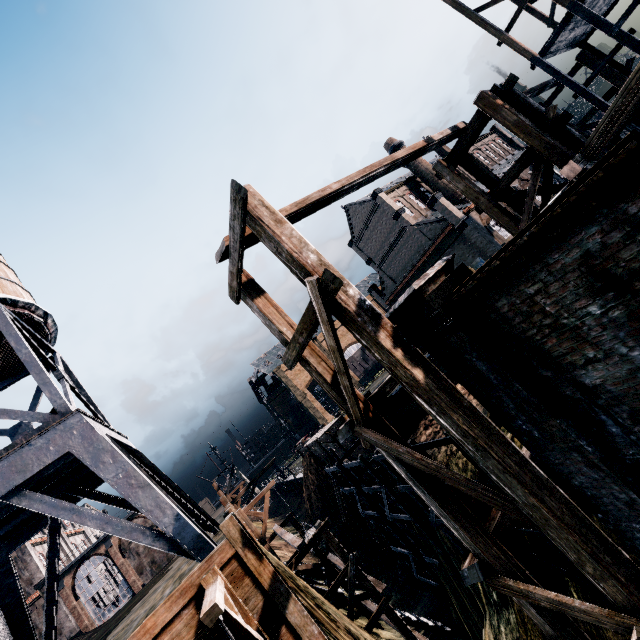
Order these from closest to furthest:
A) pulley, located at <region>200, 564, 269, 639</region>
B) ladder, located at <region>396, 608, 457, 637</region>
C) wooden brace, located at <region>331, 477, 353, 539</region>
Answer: pulley, located at <region>200, 564, 269, 639</region> → ladder, located at <region>396, 608, 457, 637</region> → wooden brace, located at <region>331, 477, 353, 539</region>

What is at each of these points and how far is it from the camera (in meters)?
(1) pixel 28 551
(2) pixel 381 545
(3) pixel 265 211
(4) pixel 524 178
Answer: (1) building, 40.69
(2) wooden brace, 27.39
(3) wooden scaffolding, 7.05
(4) building, 44.12

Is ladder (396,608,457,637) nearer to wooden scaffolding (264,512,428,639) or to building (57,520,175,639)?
wooden scaffolding (264,512,428,639)

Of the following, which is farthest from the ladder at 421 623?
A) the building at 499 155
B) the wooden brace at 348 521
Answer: the building at 499 155

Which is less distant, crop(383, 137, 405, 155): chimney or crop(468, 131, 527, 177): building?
crop(383, 137, 405, 155): chimney

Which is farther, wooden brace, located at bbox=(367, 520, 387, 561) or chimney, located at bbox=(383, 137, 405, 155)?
chimney, located at bbox=(383, 137, 405, 155)

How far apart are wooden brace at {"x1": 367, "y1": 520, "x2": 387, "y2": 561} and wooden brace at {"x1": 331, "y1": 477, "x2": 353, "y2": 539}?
4.4 meters

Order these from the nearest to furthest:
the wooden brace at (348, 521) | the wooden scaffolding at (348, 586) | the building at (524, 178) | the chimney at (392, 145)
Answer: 1. the wooden scaffolding at (348, 586)
2. the wooden brace at (348, 521)
3. the building at (524, 178)
4. the chimney at (392, 145)
